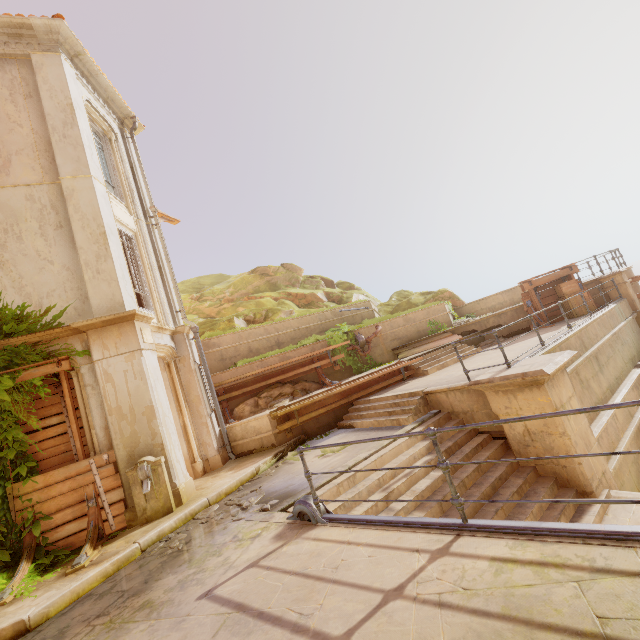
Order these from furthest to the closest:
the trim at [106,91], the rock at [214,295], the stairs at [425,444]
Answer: the rock at [214,295] → the trim at [106,91] → the stairs at [425,444]

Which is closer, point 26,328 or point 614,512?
point 614,512

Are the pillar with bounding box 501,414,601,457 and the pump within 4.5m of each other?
no

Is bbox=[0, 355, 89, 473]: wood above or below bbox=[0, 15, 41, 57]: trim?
below

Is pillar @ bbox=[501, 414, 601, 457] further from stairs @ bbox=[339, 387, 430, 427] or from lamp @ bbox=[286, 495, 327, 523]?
lamp @ bbox=[286, 495, 327, 523]

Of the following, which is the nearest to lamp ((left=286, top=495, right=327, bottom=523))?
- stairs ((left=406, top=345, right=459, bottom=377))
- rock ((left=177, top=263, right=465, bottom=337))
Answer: stairs ((left=406, top=345, right=459, bottom=377))

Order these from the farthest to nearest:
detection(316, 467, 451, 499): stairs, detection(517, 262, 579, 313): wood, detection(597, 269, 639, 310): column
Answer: detection(517, 262, 579, 313): wood → detection(597, 269, 639, 310): column → detection(316, 467, 451, 499): stairs

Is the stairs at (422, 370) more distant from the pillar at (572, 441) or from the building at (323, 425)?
the pillar at (572, 441)
